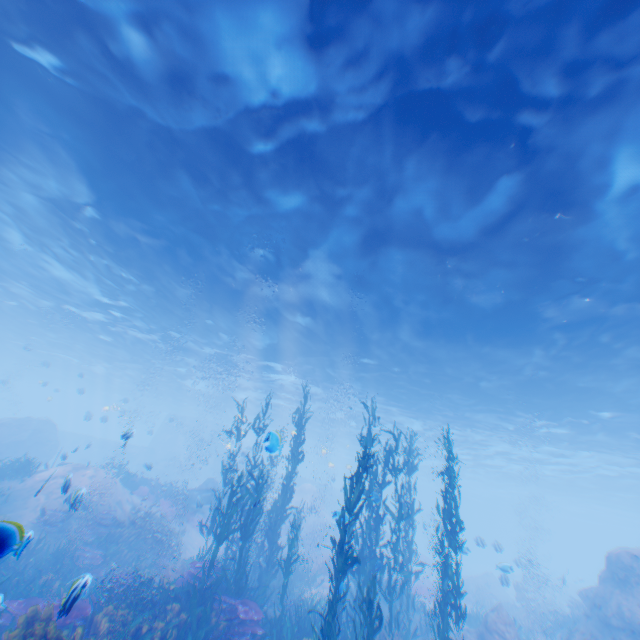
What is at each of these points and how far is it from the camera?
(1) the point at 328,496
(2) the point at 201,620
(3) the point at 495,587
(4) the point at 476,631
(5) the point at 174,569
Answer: (1) submarine, 40.5m
(2) instancedfoliageactor, 7.9m
(3) rock, 29.6m
(4) rock, 14.2m
(5) rock, 11.8m

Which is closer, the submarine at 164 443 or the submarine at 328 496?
the submarine at 164 443

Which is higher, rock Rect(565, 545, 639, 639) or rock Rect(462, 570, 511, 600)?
rock Rect(565, 545, 639, 639)

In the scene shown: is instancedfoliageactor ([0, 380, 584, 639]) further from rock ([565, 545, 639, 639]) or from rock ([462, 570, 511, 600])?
rock ([462, 570, 511, 600])

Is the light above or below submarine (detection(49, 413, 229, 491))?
above

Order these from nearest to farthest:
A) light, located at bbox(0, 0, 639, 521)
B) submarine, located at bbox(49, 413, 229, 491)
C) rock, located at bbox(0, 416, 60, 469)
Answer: light, located at bbox(0, 0, 639, 521), rock, located at bbox(0, 416, 60, 469), submarine, located at bbox(49, 413, 229, 491)

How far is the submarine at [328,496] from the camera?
38.84m

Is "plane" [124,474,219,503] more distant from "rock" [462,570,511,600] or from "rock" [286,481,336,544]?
"rock" [462,570,511,600]
